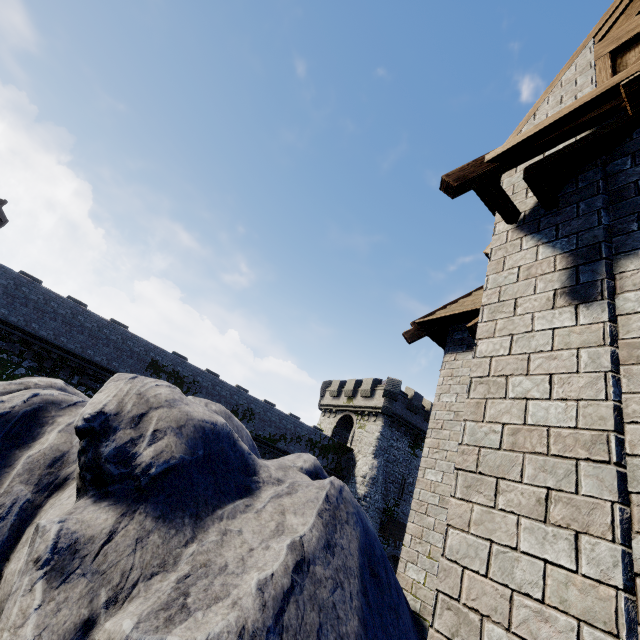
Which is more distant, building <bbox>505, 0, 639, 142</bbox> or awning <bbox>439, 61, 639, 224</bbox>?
building <bbox>505, 0, 639, 142</bbox>

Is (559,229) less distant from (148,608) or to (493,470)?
(493,470)

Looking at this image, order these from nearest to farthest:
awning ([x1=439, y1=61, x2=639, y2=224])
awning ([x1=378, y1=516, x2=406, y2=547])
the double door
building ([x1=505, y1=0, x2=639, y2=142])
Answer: the double door → awning ([x1=439, y1=61, x2=639, y2=224]) → building ([x1=505, y1=0, x2=639, y2=142]) → awning ([x1=378, y1=516, x2=406, y2=547])

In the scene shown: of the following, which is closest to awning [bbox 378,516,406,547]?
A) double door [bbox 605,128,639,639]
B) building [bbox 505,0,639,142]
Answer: building [bbox 505,0,639,142]

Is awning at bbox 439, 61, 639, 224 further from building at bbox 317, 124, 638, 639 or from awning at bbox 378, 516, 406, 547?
awning at bbox 378, 516, 406, 547

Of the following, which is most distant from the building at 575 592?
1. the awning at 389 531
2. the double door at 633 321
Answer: the awning at 389 531

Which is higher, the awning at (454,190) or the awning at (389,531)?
the awning at (454,190)
